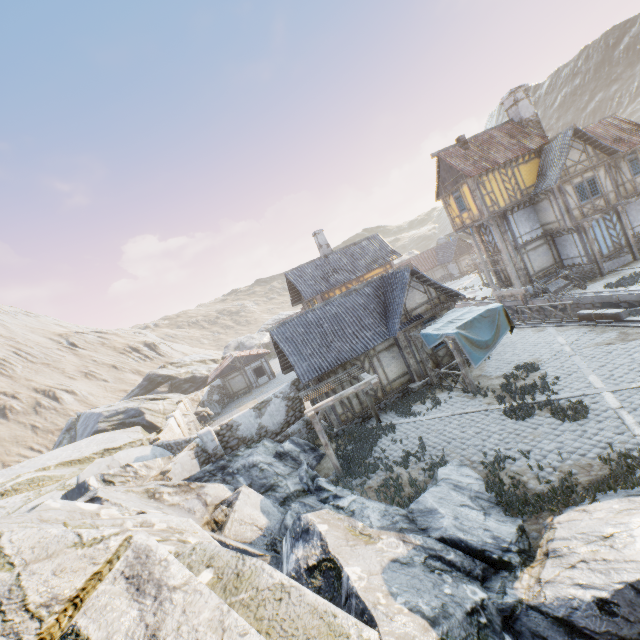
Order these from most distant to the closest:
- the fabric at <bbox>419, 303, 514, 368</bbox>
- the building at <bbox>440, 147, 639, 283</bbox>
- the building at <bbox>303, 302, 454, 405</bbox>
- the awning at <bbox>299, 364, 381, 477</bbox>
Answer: the building at <bbox>440, 147, 639, 283</bbox> < the building at <bbox>303, 302, 454, 405</bbox> < the fabric at <bbox>419, 303, 514, 368</bbox> < the awning at <bbox>299, 364, 381, 477</bbox>

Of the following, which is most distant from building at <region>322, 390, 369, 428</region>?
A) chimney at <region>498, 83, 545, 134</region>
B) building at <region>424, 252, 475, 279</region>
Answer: building at <region>424, 252, 475, 279</region>

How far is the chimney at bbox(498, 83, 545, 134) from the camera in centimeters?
2412cm

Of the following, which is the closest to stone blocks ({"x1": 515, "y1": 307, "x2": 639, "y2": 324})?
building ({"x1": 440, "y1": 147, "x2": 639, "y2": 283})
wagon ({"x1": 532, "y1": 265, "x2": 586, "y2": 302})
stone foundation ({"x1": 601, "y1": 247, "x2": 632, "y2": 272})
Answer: stone foundation ({"x1": 601, "y1": 247, "x2": 632, "y2": 272})

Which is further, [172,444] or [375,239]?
[375,239]

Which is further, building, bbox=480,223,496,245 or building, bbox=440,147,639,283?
building, bbox=480,223,496,245

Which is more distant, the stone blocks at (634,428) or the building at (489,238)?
the building at (489,238)

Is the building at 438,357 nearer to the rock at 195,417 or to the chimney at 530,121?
the rock at 195,417
